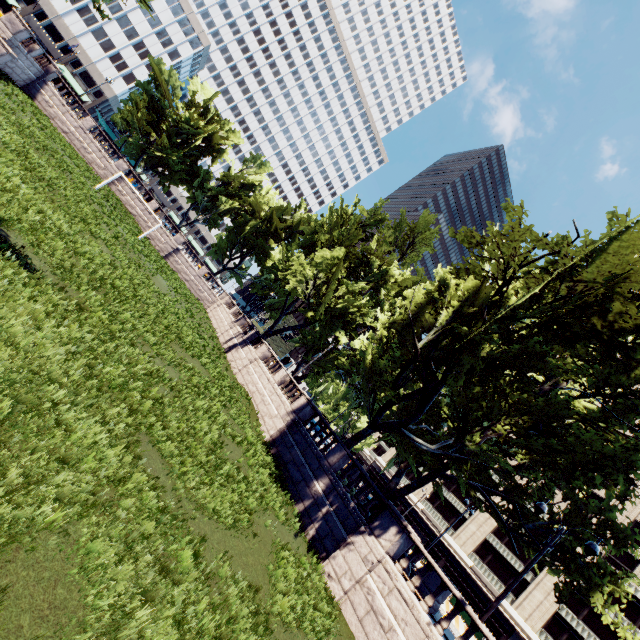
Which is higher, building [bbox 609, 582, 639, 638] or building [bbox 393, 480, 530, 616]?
building [bbox 609, 582, 639, 638]

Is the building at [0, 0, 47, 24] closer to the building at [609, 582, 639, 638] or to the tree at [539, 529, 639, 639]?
the tree at [539, 529, 639, 639]

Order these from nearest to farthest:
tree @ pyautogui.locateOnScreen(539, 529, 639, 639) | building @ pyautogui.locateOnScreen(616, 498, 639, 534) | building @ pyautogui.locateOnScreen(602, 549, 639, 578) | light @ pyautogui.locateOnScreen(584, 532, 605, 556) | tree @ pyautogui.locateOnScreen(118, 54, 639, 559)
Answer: light @ pyautogui.locateOnScreen(584, 532, 605, 556), tree @ pyautogui.locateOnScreen(118, 54, 639, 559), tree @ pyautogui.locateOnScreen(539, 529, 639, 639), building @ pyautogui.locateOnScreen(602, 549, 639, 578), building @ pyautogui.locateOnScreen(616, 498, 639, 534)

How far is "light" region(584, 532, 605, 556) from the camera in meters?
11.7

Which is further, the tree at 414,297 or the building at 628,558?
the building at 628,558

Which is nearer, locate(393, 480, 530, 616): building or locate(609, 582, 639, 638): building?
locate(609, 582, 639, 638): building

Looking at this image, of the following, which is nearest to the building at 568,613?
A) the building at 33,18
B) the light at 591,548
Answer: the light at 591,548

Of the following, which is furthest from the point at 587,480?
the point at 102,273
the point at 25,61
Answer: the point at 25,61
